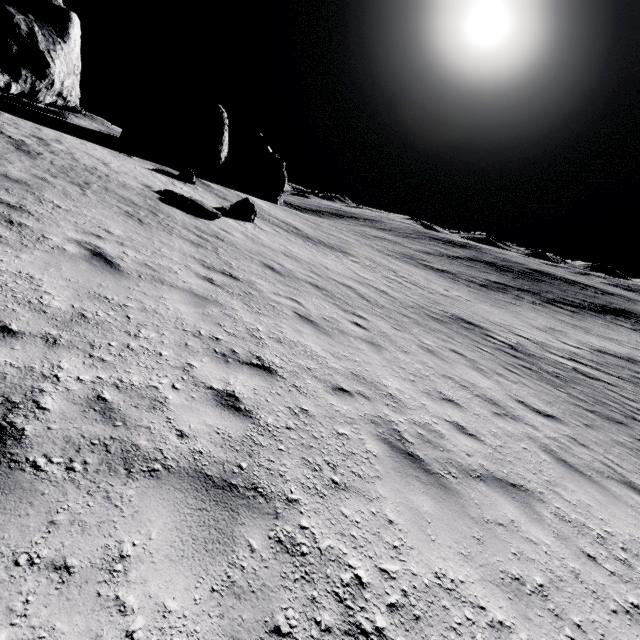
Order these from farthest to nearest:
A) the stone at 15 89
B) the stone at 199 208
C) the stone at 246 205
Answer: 1. the stone at 246 205
2. the stone at 199 208
3. the stone at 15 89

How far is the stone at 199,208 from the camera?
13.93m

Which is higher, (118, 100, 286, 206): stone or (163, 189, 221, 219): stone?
(118, 100, 286, 206): stone

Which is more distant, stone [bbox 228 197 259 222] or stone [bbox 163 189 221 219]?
stone [bbox 228 197 259 222]

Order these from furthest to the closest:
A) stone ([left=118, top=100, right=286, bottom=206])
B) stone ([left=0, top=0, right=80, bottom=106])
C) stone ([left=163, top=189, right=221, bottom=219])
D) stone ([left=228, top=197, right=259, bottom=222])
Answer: stone ([left=118, top=100, right=286, bottom=206]) → stone ([left=228, top=197, right=259, bottom=222]) → stone ([left=163, top=189, right=221, bottom=219]) → stone ([left=0, top=0, right=80, bottom=106])

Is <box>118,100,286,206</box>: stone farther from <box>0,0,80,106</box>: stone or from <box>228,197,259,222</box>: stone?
<box>0,0,80,106</box>: stone

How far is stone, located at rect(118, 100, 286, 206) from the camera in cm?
2816

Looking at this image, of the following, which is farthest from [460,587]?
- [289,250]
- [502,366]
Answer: [289,250]
